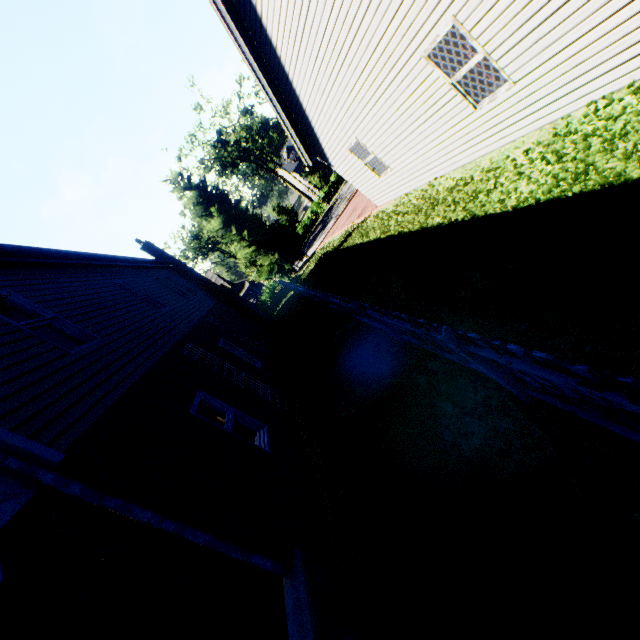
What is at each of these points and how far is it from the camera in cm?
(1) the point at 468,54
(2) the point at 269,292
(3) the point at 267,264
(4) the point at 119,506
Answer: (1) curtain, 597
(2) hedge, 3344
(3) tree, 3025
(4) drain pipe, 310

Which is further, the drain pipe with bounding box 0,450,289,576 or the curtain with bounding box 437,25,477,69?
the curtain with bounding box 437,25,477,69

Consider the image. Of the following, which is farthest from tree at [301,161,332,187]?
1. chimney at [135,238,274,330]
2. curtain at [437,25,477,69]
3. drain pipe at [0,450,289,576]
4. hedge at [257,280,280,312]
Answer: curtain at [437,25,477,69]

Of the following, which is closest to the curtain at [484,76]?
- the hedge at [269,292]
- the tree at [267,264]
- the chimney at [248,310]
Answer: the chimney at [248,310]

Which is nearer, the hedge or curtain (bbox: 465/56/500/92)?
curtain (bbox: 465/56/500/92)

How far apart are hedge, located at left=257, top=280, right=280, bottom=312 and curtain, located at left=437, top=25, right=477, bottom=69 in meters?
28.5 m

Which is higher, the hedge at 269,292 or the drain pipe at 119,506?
the drain pipe at 119,506
